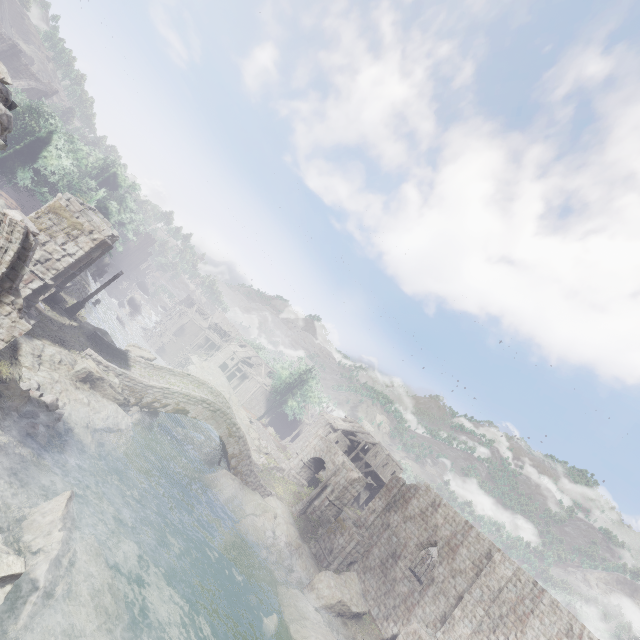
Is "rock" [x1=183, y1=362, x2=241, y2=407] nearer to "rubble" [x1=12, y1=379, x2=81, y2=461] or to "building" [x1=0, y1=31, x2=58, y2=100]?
"building" [x1=0, y1=31, x2=58, y2=100]

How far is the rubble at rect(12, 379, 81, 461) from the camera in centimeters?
1280cm

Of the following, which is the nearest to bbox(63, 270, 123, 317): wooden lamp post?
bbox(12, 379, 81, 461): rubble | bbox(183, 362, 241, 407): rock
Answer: bbox(12, 379, 81, 461): rubble

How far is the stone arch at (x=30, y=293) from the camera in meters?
16.0

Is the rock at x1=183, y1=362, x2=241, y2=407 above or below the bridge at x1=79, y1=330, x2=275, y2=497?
below

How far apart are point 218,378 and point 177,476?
32.2 meters

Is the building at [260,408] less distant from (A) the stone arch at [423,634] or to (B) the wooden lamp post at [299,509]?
(A) the stone arch at [423,634]

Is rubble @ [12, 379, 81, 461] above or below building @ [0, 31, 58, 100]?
below
